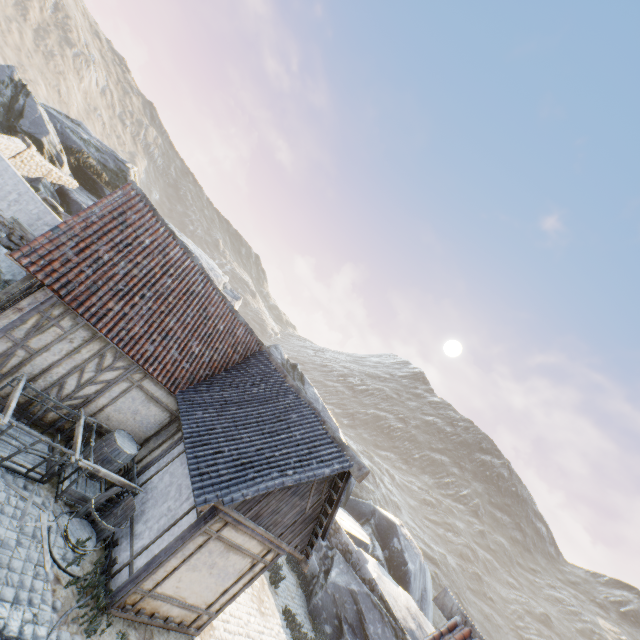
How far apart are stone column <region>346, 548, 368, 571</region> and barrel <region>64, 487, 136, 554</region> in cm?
1406

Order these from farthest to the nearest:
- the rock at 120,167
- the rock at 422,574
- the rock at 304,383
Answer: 1. the rock at 304,383
2. the rock at 422,574
3. the rock at 120,167

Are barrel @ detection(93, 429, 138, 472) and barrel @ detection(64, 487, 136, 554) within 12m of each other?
yes

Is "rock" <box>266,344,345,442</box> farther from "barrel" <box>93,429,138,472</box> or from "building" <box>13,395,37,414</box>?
"barrel" <box>93,429,138,472</box>

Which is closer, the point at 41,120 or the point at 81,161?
the point at 41,120

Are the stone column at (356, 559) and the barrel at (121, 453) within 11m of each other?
no

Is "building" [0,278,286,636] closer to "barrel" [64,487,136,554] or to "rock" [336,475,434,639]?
"barrel" [64,487,136,554]

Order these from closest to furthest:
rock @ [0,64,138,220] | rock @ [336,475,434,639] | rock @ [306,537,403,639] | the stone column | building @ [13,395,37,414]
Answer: building @ [13,395,37,414]
rock @ [306,537,403,639]
the stone column
rock @ [0,64,138,220]
rock @ [336,475,434,639]
